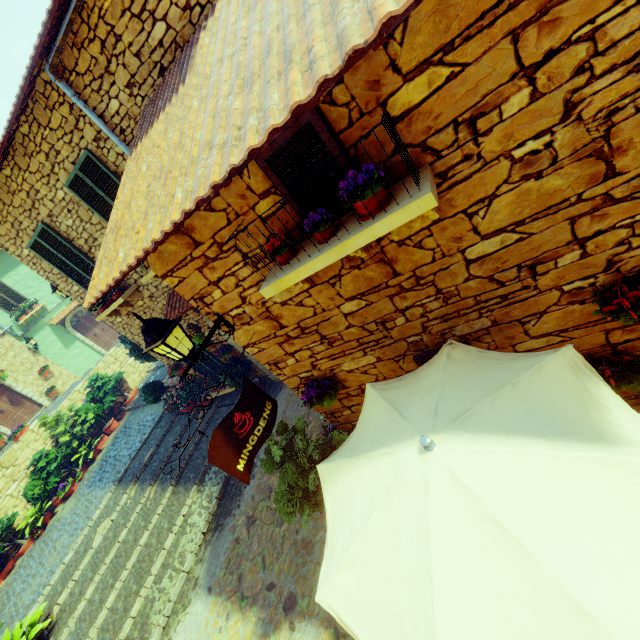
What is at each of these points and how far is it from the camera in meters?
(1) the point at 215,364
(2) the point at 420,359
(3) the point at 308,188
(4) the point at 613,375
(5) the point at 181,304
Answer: (1) window, 9.3 m
(2) window, 3.5 m
(3) window, 2.5 m
(4) flower pot, 2.9 m
(5) door eaves, 7.0 m

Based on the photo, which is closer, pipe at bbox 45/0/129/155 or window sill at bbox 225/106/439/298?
window sill at bbox 225/106/439/298

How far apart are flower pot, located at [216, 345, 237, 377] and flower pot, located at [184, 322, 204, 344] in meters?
0.9 m

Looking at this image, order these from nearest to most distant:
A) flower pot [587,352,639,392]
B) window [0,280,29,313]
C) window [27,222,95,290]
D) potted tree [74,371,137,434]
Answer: flower pot [587,352,639,392]
window [27,222,95,290]
potted tree [74,371,137,434]
window [0,280,29,313]

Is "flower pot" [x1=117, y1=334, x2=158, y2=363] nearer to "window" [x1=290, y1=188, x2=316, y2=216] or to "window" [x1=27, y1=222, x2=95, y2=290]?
"window" [x1=27, y1=222, x2=95, y2=290]

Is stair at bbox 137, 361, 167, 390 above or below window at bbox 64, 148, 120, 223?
below

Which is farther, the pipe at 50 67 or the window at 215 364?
the window at 215 364

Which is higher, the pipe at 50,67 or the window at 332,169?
the pipe at 50,67
